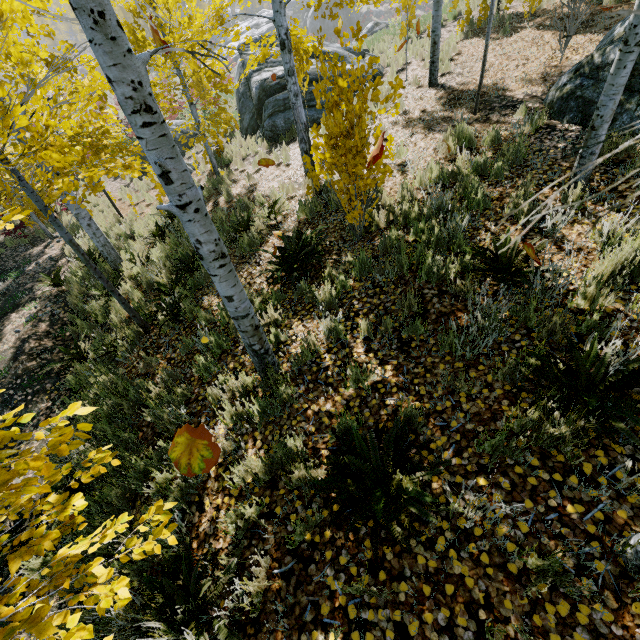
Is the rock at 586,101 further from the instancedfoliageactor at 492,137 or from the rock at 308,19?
the rock at 308,19

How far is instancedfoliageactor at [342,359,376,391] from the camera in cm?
313

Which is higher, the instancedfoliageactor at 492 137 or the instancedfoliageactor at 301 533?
the instancedfoliageactor at 492 137

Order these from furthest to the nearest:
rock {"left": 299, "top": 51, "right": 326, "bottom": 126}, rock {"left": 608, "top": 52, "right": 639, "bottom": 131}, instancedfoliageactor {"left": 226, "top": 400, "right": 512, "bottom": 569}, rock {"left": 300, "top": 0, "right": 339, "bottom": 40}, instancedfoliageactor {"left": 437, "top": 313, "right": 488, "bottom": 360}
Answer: rock {"left": 300, "top": 0, "right": 339, "bottom": 40}
rock {"left": 299, "top": 51, "right": 326, "bottom": 126}
rock {"left": 608, "top": 52, "right": 639, "bottom": 131}
instancedfoliageactor {"left": 437, "top": 313, "right": 488, "bottom": 360}
instancedfoliageactor {"left": 226, "top": 400, "right": 512, "bottom": 569}

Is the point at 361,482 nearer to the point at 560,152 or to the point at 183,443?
the point at 183,443

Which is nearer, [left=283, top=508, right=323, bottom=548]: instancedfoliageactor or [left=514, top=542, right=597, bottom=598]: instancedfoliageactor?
[left=514, top=542, right=597, bottom=598]: instancedfoliageactor

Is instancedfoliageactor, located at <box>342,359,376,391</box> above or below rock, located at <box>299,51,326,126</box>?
above

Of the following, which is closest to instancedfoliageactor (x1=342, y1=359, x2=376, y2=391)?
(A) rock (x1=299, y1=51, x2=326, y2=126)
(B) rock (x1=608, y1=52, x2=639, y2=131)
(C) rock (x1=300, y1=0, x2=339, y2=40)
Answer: (B) rock (x1=608, y1=52, x2=639, y2=131)
